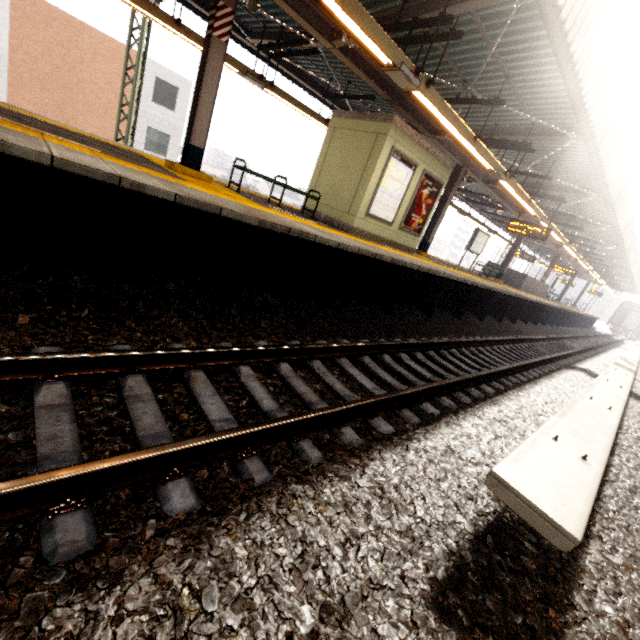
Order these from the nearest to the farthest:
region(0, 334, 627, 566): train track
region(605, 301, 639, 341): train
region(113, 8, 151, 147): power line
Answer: region(0, 334, 627, 566): train track → region(113, 8, 151, 147): power line → region(605, 301, 639, 341): train

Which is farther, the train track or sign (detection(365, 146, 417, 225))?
sign (detection(365, 146, 417, 225))

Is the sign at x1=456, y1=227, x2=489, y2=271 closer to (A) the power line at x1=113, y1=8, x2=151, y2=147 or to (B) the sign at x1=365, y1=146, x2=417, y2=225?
(B) the sign at x1=365, y1=146, x2=417, y2=225

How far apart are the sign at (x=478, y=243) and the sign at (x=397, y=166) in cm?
804

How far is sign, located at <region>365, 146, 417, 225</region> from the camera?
8.5m

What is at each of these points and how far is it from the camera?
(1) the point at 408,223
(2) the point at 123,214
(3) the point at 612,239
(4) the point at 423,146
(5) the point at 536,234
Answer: (1) sign, 10.1 meters
(2) platform underside, 3.8 meters
(3) awning structure, 18.2 meters
(4) elevator, 8.9 meters
(5) sign, 12.5 meters

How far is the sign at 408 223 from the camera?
9.62m

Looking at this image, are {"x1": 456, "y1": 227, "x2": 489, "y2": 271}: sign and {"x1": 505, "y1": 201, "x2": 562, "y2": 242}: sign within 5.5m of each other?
yes
